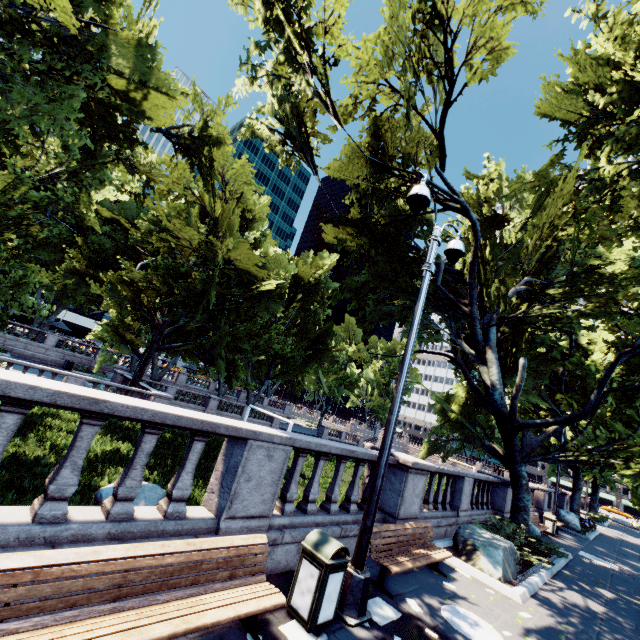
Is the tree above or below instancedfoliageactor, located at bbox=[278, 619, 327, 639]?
above

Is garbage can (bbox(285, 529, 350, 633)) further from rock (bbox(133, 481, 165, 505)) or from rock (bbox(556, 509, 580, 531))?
rock (bbox(556, 509, 580, 531))

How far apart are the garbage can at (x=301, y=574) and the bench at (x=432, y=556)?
1.6m

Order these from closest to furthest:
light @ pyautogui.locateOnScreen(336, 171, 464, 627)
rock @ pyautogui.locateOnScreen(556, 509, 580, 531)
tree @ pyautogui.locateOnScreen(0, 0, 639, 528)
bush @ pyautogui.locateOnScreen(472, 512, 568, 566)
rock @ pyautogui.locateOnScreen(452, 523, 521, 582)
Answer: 1. light @ pyautogui.locateOnScreen(336, 171, 464, 627)
2. rock @ pyautogui.locateOnScreen(452, 523, 521, 582)
3. bush @ pyautogui.locateOnScreen(472, 512, 568, 566)
4. tree @ pyautogui.locateOnScreen(0, 0, 639, 528)
5. rock @ pyautogui.locateOnScreen(556, 509, 580, 531)

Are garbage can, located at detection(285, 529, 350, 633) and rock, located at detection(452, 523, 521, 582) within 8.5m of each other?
yes

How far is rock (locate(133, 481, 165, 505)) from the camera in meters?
9.8

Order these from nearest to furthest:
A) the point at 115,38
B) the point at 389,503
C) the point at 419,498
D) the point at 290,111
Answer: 1. the point at 389,503
2. the point at 419,498
3. the point at 115,38
4. the point at 290,111

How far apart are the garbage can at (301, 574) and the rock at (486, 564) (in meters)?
5.82
